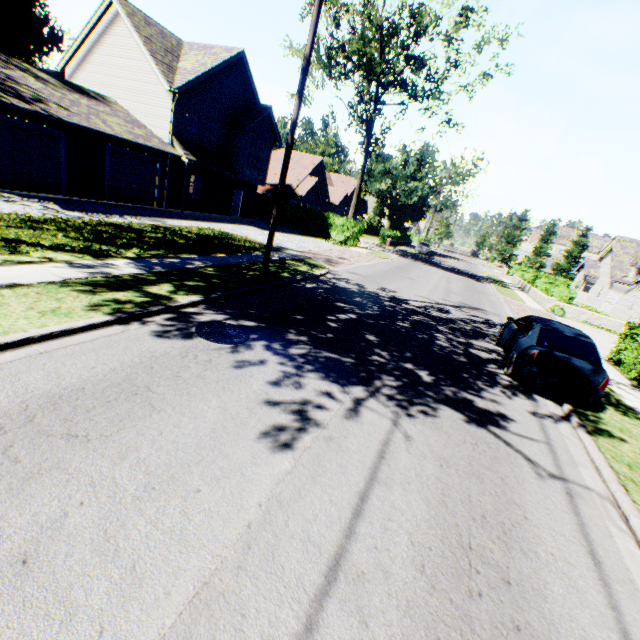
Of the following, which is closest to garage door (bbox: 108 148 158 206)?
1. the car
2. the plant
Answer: the car

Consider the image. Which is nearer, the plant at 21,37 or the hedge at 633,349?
the hedge at 633,349

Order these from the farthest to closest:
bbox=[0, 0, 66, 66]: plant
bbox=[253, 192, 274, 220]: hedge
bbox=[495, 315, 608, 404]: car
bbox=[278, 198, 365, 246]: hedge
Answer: bbox=[0, 0, 66, 66]: plant
bbox=[253, 192, 274, 220]: hedge
bbox=[278, 198, 365, 246]: hedge
bbox=[495, 315, 608, 404]: car

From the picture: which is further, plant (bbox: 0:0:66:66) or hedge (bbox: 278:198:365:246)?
plant (bbox: 0:0:66:66)

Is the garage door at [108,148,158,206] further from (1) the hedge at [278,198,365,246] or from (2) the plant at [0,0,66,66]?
(2) the plant at [0,0,66,66]

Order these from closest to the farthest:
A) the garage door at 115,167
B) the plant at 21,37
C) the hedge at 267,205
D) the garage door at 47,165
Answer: the garage door at 47,165 → the garage door at 115,167 → the hedge at 267,205 → the plant at 21,37

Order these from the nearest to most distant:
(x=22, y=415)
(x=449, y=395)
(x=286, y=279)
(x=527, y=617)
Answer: (x=527, y=617) < (x=22, y=415) < (x=449, y=395) < (x=286, y=279)

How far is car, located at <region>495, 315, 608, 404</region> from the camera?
7.47m
